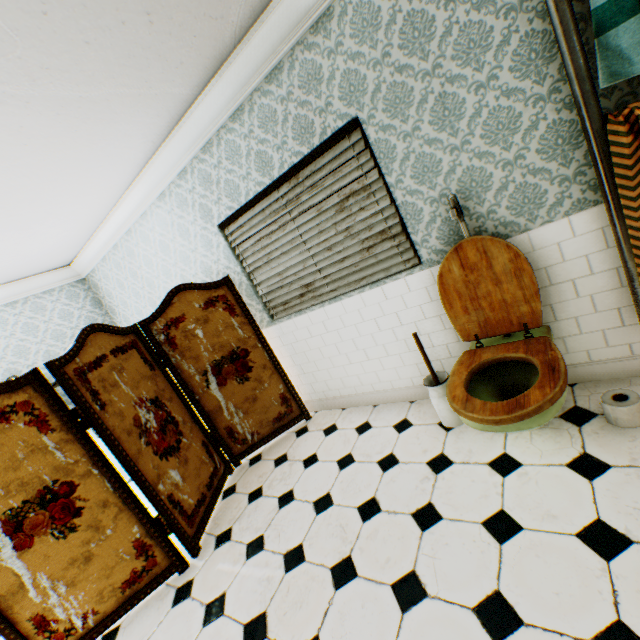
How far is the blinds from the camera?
2.4 meters

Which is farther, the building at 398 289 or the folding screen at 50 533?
the folding screen at 50 533

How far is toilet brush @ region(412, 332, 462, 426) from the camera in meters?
2.4

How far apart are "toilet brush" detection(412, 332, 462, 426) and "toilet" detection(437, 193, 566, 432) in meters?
0.2 m

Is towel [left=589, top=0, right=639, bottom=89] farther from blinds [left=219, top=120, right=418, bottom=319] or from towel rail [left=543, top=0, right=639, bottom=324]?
blinds [left=219, top=120, right=418, bottom=319]

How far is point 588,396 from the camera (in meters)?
2.14

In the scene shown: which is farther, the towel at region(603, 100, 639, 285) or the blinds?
the blinds

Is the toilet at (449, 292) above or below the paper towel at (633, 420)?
above
